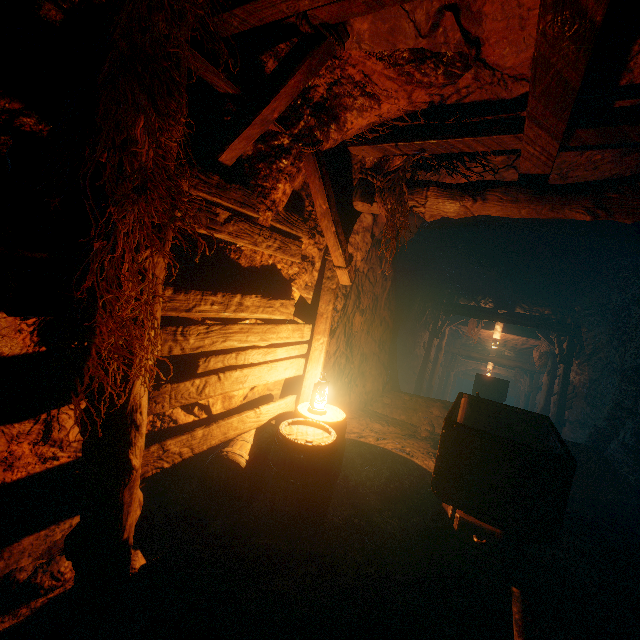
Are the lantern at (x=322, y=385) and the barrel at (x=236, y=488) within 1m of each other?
yes

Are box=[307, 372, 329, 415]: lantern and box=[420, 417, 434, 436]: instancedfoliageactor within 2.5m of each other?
no

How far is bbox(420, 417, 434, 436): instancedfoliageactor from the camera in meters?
6.4 m

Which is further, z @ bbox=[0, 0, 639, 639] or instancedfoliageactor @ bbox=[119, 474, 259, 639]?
instancedfoliageactor @ bbox=[119, 474, 259, 639]

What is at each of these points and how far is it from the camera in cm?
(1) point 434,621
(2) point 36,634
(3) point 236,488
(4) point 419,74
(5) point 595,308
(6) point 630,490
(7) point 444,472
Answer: (1) z, 261
(2) instancedfoliageactor, 195
(3) barrel, 329
(4) z, 249
(5) burlap sack, 912
(6) z, 521
(7) tracks, 306

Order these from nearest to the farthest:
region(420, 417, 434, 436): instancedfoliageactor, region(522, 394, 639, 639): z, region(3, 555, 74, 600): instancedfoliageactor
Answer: region(3, 555, 74, 600): instancedfoliageactor
region(522, 394, 639, 639): z
region(420, 417, 434, 436): instancedfoliageactor

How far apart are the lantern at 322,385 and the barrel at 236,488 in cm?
1

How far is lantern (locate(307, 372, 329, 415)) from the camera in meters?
3.8
